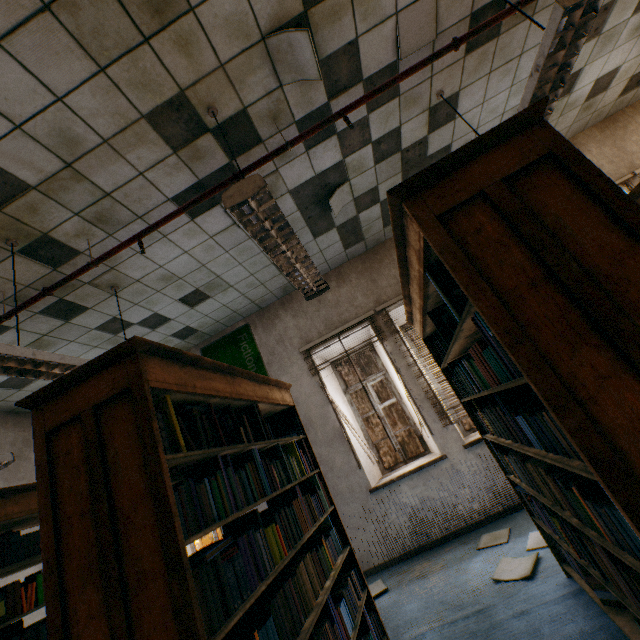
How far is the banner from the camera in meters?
5.2

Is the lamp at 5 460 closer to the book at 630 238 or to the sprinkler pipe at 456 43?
the sprinkler pipe at 456 43

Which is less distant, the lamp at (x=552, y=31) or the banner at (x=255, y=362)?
the lamp at (x=552, y=31)

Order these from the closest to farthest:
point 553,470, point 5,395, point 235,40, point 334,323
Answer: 1. point 553,470
2. point 235,40
3. point 5,395
4. point 334,323

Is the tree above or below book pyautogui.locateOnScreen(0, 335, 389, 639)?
below

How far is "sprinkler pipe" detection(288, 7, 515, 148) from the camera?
2.44m

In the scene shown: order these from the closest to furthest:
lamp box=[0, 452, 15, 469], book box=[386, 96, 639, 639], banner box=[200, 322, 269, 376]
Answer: book box=[386, 96, 639, 639] → lamp box=[0, 452, 15, 469] → banner box=[200, 322, 269, 376]

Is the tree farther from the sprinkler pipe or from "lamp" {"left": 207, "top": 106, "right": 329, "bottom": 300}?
the sprinkler pipe
